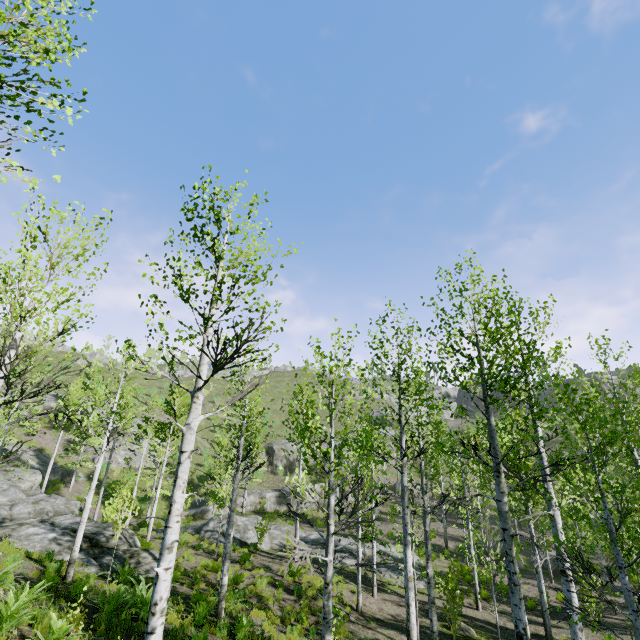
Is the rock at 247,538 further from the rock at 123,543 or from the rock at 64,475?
the rock at 64,475

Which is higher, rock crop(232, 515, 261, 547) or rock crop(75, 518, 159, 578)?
rock crop(75, 518, 159, 578)

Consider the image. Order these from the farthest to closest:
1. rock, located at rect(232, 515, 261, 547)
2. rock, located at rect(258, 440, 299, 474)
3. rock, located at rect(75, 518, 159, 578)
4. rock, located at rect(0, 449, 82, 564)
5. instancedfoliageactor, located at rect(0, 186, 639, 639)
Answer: rock, located at rect(258, 440, 299, 474), rock, located at rect(232, 515, 261, 547), rock, located at rect(0, 449, 82, 564), rock, located at rect(75, 518, 159, 578), instancedfoliageactor, located at rect(0, 186, 639, 639)

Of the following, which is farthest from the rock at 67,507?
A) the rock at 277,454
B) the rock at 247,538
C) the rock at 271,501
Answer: the rock at 277,454

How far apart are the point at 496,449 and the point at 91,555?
16.2m

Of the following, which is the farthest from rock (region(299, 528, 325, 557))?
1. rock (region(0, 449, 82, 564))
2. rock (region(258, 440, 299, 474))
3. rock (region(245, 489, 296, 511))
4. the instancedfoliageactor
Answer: rock (region(258, 440, 299, 474))

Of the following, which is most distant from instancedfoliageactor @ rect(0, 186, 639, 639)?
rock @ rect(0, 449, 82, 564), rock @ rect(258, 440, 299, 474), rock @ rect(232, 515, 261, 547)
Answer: rock @ rect(258, 440, 299, 474)
